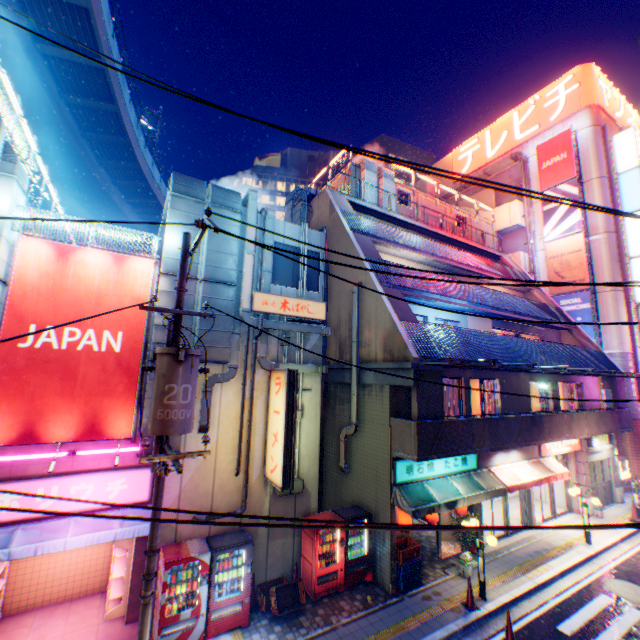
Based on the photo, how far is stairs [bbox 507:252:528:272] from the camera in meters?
26.4

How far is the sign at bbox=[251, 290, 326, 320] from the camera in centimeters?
1079cm

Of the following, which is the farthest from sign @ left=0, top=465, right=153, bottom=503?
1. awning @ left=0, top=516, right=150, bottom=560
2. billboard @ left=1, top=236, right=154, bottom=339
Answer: billboard @ left=1, top=236, right=154, bottom=339

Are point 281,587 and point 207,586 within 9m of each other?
yes

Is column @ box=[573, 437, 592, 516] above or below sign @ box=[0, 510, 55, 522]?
below

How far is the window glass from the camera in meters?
14.4

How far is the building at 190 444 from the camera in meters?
9.4 m

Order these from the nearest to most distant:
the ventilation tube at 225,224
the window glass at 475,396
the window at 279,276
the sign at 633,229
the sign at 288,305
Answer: the ventilation tube at 225,224 < the sign at 288,305 < the window at 279,276 < the window glass at 475,396 < the sign at 633,229
